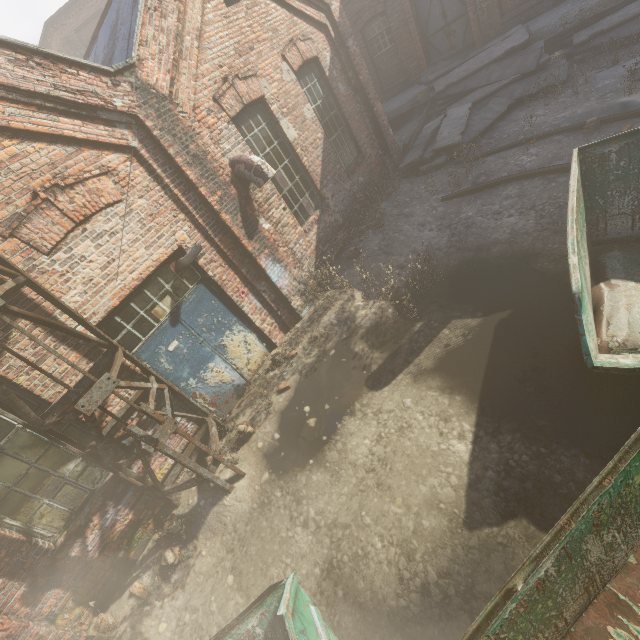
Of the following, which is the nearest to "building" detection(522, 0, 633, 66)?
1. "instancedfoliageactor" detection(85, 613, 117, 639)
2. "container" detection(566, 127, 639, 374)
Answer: "container" detection(566, 127, 639, 374)

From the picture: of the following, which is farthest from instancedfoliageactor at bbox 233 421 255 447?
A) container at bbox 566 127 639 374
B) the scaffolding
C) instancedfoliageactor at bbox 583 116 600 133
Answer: instancedfoliageactor at bbox 583 116 600 133

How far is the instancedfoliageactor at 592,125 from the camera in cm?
703

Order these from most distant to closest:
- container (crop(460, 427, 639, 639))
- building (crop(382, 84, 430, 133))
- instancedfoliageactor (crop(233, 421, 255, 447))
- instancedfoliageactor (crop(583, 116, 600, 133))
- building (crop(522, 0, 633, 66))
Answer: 1. building (crop(382, 84, 430, 133))
2. building (crop(522, 0, 633, 66))
3. instancedfoliageactor (crop(583, 116, 600, 133))
4. instancedfoliageactor (crop(233, 421, 255, 447))
5. container (crop(460, 427, 639, 639))

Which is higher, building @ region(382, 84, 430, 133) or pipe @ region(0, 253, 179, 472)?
pipe @ region(0, 253, 179, 472)

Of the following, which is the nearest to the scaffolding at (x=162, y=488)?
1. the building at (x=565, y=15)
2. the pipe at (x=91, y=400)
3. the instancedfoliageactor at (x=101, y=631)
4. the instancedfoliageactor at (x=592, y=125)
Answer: the pipe at (x=91, y=400)

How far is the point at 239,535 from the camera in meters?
4.6 m

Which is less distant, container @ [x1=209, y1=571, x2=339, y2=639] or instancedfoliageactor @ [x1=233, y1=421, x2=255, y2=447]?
container @ [x1=209, y1=571, x2=339, y2=639]
